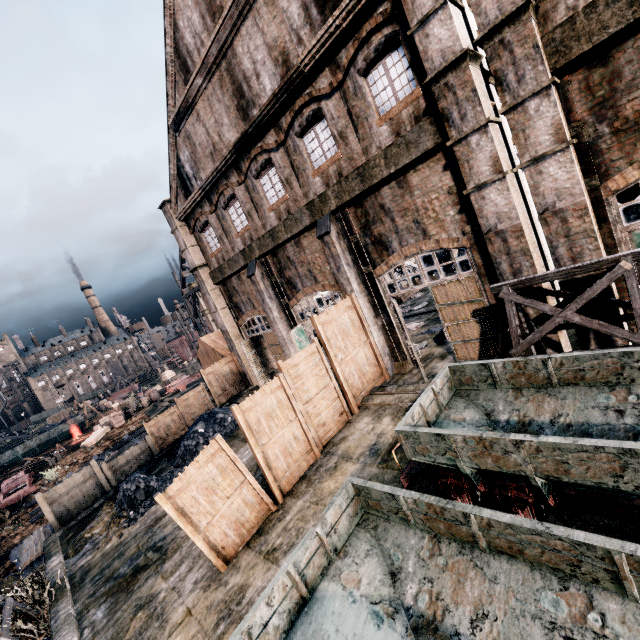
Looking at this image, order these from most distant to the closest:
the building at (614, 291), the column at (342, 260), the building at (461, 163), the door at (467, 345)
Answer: the column at (342, 260), the door at (467, 345), the building at (614, 291), the building at (461, 163)

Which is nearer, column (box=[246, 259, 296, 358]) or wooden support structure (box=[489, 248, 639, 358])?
wooden support structure (box=[489, 248, 639, 358])

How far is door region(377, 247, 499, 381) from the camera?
12.2 meters

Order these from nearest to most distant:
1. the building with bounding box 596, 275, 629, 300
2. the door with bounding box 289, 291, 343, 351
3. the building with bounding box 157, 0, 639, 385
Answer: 1. the building with bounding box 157, 0, 639, 385
2. the building with bounding box 596, 275, 629, 300
3. the door with bounding box 289, 291, 343, 351

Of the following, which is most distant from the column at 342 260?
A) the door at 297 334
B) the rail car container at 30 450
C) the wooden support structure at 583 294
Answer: the rail car container at 30 450

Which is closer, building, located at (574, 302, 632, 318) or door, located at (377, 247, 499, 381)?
building, located at (574, 302, 632, 318)

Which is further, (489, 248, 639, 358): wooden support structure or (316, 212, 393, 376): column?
(316, 212, 393, 376): column

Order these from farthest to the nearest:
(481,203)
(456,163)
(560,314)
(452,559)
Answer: (456,163), (481,203), (560,314), (452,559)
